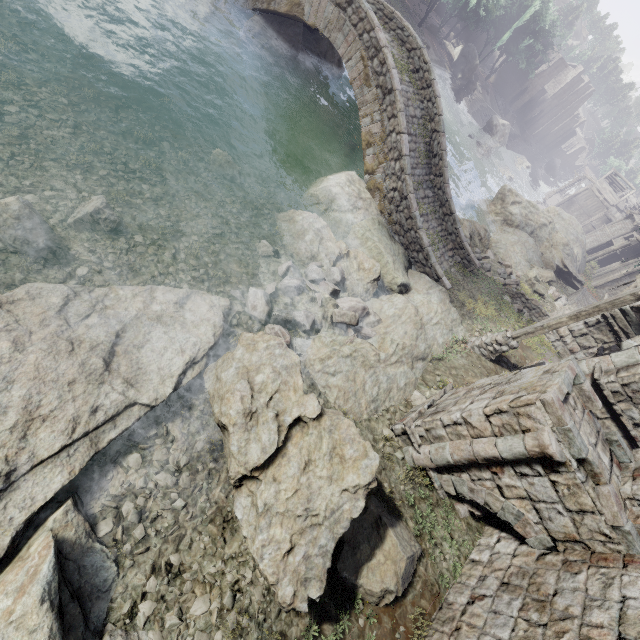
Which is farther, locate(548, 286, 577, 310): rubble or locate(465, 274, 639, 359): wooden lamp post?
locate(548, 286, 577, 310): rubble

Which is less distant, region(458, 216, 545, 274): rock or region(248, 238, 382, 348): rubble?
region(248, 238, 382, 348): rubble

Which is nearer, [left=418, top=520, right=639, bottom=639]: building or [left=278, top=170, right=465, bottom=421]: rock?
[left=418, top=520, right=639, bottom=639]: building

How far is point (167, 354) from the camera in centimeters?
621cm

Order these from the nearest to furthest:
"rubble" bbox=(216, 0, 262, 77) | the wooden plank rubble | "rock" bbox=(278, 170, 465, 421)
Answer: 1. "rock" bbox=(278, 170, 465, 421)
2. "rubble" bbox=(216, 0, 262, 77)
3. the wooden plank rubble

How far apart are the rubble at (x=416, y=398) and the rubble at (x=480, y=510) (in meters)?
1.62

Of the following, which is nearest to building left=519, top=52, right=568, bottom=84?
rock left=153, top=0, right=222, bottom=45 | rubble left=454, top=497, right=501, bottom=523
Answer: rubble left=454, top=497, right=501, bottom=523

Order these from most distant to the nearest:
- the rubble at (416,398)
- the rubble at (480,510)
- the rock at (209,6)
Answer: the rock at (209,6), the rubble at (416,398), the rubble at (480,510)
